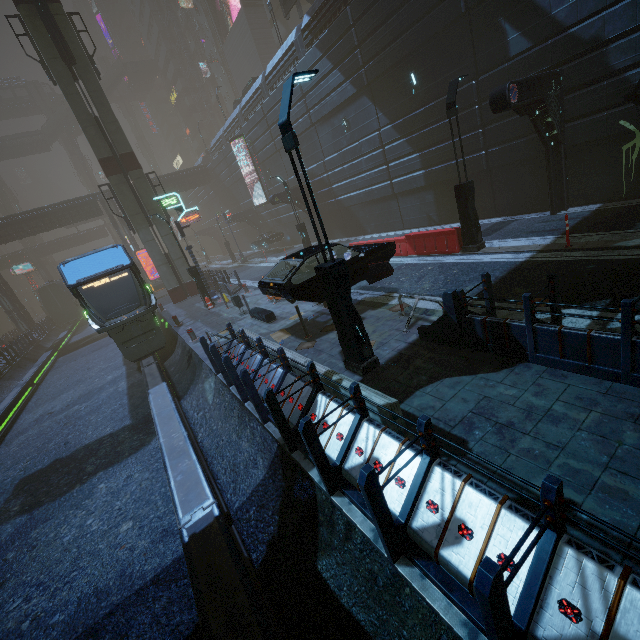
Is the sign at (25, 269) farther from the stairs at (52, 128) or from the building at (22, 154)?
the stairs at (52, 128)

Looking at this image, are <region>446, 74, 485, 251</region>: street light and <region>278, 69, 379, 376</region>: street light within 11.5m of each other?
yes

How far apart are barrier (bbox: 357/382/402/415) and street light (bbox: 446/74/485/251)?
8.25m

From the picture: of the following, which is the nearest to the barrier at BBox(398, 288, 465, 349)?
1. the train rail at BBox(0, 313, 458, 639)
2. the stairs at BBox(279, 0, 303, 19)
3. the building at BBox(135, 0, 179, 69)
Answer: the building at BBox(135, 0, 179, 69)

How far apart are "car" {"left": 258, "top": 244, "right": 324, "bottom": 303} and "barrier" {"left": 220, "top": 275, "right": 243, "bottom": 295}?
9.4m

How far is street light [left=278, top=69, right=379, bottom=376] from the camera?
5.4m

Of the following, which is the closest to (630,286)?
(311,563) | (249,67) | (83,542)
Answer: (311,563)

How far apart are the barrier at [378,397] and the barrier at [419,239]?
8.2m
